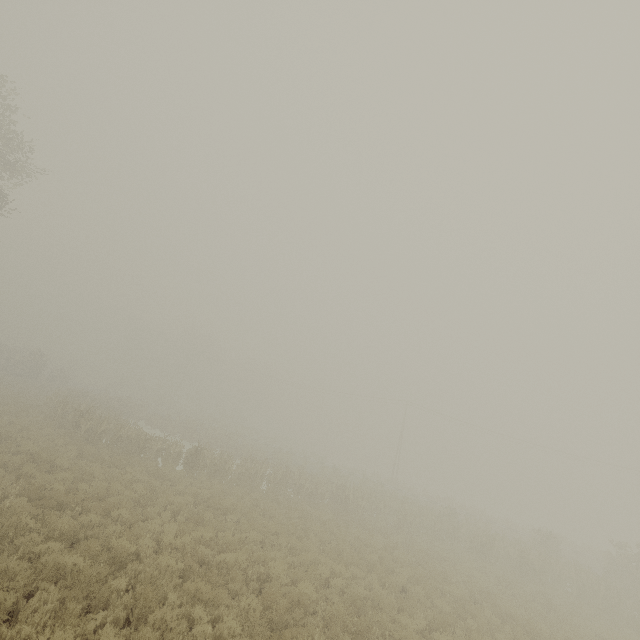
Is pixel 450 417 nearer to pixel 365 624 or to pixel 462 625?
pixel 462 625
